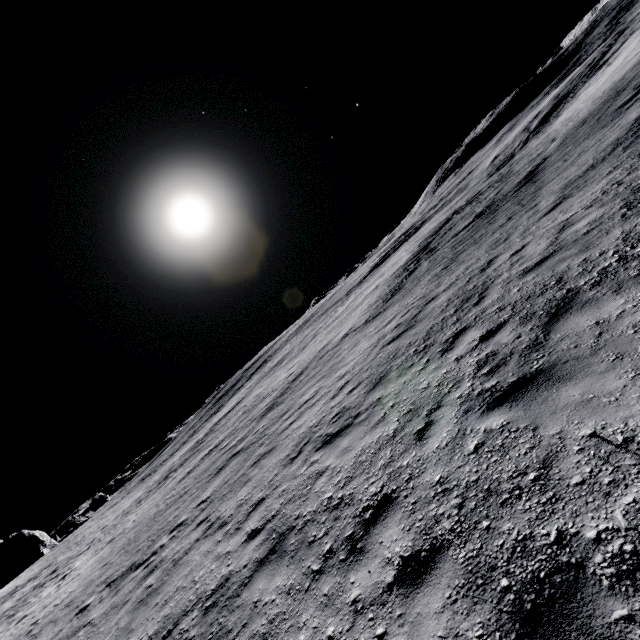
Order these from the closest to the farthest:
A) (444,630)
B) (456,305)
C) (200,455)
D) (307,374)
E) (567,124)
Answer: (444,630), (456,305), (307,374), (567,124), (200,455)
